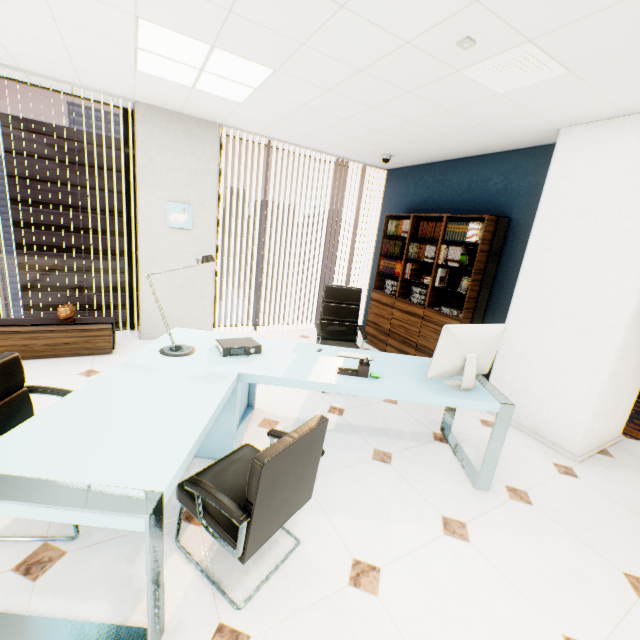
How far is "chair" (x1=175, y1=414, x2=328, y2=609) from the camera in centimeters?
133cm

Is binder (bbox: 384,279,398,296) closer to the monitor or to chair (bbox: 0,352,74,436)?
the monitor

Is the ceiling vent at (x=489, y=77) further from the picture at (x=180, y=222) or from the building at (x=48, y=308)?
the building at (x=48, y=308)

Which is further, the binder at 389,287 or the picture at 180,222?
the binder at 389,287

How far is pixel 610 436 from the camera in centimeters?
332cm

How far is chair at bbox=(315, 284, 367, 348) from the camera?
3.93m

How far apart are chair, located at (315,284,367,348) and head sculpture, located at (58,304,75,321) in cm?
293

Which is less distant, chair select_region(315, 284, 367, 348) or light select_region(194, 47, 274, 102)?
light select_region(194, 47, 274, 102)
